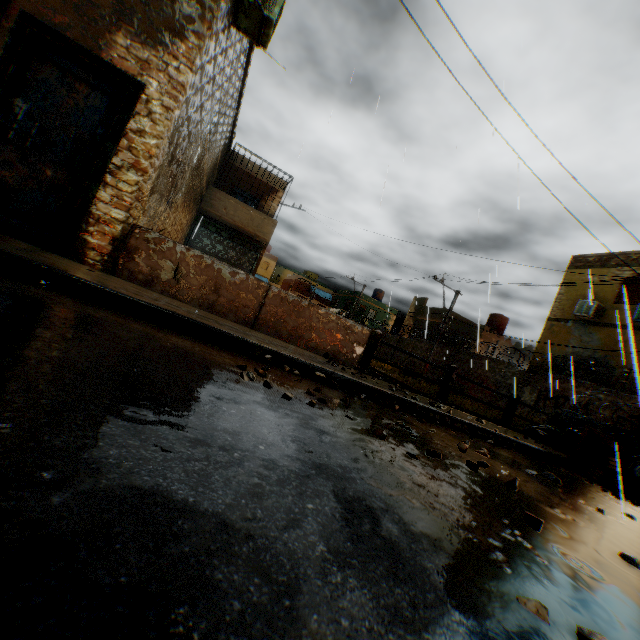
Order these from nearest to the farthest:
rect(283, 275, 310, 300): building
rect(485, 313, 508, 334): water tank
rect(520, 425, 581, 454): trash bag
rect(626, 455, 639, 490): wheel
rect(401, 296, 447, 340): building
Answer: rect(626, 455, 639, 490): wheel
rect(520, 425, 581, 454): trash bag
rect(485, 313, 508, 334): water tank
rect(401, 296, 447, 340): building
rect(283, 275, 310, 300): building

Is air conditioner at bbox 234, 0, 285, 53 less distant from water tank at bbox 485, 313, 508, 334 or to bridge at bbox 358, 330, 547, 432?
bridge at bbox 358, 330, 547, 432

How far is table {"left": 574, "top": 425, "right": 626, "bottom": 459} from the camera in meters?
6.9

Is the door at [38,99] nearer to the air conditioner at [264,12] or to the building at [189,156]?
the building at [189,156]

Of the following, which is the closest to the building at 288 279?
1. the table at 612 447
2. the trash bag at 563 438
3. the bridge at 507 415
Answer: the bridge at 507 415

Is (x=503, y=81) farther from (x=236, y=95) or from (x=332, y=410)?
(x=236, y=95)

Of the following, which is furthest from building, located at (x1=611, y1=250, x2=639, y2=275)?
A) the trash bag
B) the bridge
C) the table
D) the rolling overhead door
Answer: the table

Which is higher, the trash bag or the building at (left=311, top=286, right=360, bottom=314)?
the building at (left=311, top=286, right=360, bottom=314)
